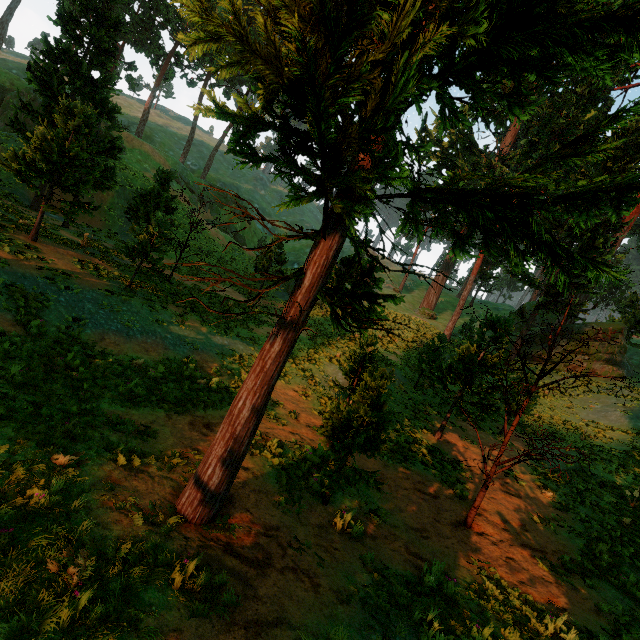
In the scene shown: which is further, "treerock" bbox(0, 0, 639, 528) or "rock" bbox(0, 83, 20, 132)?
"rock" bbox(0, 83, 20, 132)

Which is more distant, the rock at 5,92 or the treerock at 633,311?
the rock at 5,92

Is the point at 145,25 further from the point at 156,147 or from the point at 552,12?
the point at 552,12
